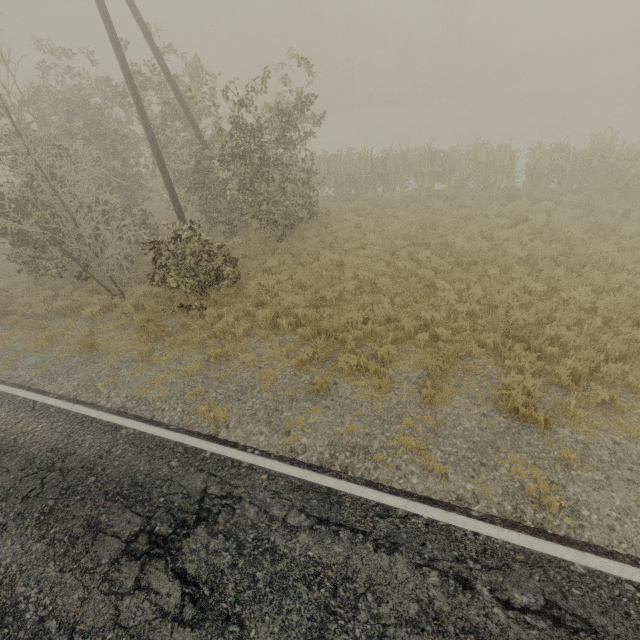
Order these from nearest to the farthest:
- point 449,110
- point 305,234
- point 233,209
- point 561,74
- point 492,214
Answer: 1. point 492,214
2. point 305,234
3. point 233,209
4. point 449,110
5. point 561,74
